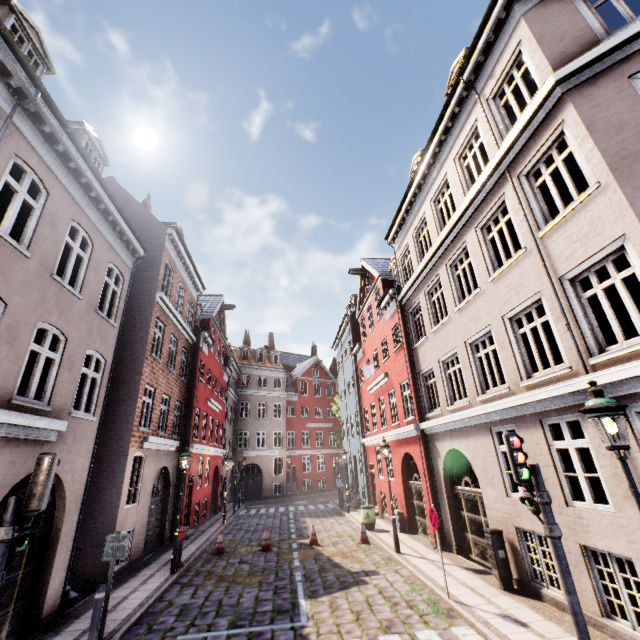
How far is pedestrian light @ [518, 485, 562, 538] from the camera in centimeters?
485cm

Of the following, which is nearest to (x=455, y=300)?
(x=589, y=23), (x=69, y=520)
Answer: (x=589, y=23)

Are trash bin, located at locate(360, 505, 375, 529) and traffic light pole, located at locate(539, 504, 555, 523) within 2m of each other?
no

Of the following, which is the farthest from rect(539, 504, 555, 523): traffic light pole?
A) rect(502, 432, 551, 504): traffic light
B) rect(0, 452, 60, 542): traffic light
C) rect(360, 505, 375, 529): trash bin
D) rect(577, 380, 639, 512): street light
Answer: rect(360, 505, 375, 529): trash bin

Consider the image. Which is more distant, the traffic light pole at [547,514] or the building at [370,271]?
the building at [370,271]

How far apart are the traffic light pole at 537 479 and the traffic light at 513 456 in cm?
0

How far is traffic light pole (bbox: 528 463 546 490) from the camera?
5.1 meters

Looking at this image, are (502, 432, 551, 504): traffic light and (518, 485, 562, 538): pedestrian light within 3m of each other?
yes
